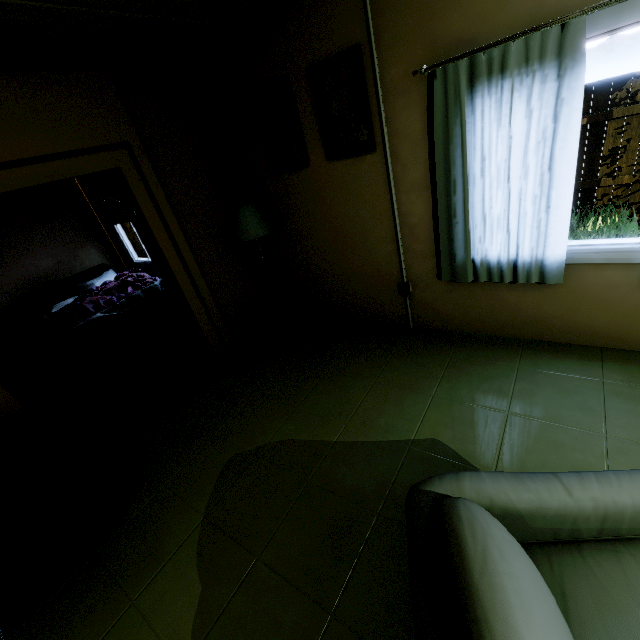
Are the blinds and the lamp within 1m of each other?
no

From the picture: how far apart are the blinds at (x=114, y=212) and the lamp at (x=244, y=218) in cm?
216

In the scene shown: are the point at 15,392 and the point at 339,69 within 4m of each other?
no

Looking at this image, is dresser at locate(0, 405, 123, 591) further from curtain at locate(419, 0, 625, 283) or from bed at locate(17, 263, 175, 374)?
curtain at locate(419, 0, 625, 283)

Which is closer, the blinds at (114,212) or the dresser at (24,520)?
the dresser at (24,520)

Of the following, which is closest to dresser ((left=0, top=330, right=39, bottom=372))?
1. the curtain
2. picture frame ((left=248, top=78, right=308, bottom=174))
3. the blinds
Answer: the blinds

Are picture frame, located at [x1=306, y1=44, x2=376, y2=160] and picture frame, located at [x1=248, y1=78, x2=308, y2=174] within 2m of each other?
yes
